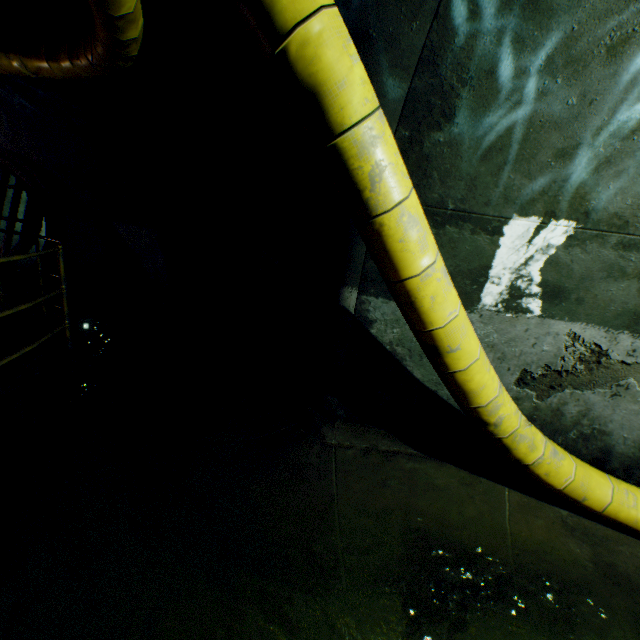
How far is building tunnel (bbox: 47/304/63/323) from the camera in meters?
7.0

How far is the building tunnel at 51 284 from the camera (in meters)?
7.75

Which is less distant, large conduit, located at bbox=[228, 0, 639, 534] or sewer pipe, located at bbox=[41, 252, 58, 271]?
large conduit, located at bbox=[228, 0, 639, 534]

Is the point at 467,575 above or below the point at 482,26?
below

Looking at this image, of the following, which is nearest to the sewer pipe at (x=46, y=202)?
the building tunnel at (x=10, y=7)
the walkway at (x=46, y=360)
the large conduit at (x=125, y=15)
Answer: the building tunnel at (x=10, y=7)

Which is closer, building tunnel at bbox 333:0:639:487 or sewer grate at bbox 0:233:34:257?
building tunnel at bbox 333:0:639:487

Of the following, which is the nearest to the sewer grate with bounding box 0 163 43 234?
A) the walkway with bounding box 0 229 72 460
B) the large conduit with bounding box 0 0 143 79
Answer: the large conduit with bounding box 0 0 143 79

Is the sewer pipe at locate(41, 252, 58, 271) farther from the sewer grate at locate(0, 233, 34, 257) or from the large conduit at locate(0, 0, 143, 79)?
the large conduit at locate(0, 0, 143, 79)
